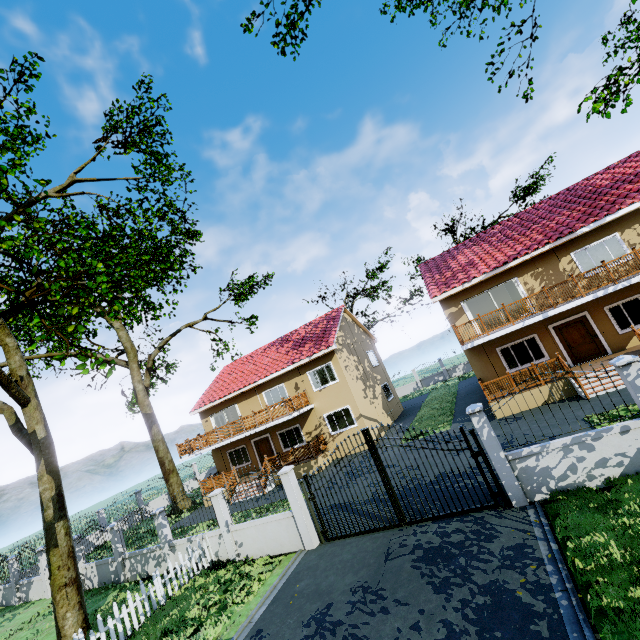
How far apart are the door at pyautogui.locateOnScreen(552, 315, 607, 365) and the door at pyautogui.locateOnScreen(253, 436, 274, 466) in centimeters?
1861cm

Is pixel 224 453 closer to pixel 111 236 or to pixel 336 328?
pixel 336 328

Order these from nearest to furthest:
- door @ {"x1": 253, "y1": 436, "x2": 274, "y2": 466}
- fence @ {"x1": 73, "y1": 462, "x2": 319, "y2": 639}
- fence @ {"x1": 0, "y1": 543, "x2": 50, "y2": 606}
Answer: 1. fence @ {"x1": 73, "y1": 462, "x2": 319, "y2": 639}
2. fence @ {"x1": 0, "y1": 543, "x2": 50, "y2": 606}
3. door @ {"x1": 253, "y1": 436, "x2": 274, "y2": 466}

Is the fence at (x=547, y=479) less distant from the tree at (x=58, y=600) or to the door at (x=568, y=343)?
the tree at (x=58, y=600)

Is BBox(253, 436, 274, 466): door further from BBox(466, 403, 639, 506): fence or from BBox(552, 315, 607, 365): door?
Result: BBox(552, 315, 607, 365): door

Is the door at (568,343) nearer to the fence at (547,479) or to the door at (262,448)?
the fence at (547,479)

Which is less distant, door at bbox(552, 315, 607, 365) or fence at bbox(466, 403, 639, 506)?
fence at bbox(466, 403, 639, 506)

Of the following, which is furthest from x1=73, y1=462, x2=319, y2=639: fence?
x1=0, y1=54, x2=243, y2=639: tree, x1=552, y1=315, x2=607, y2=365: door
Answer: x1=552, y1=315, x2=607, y2=365: door
